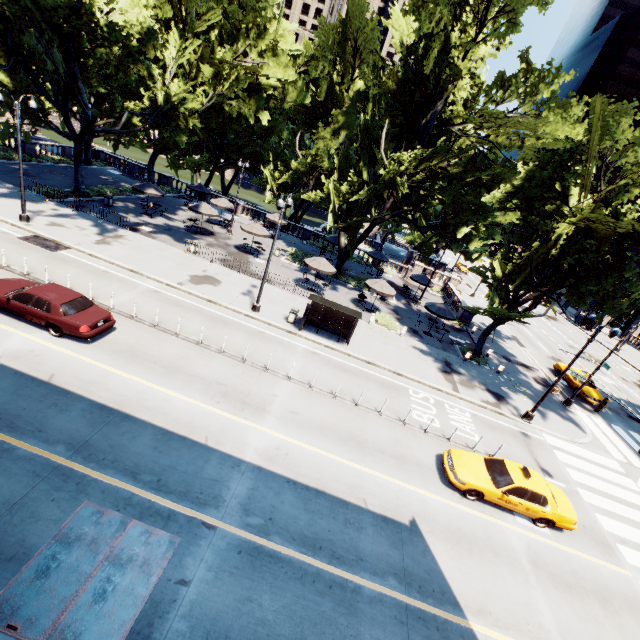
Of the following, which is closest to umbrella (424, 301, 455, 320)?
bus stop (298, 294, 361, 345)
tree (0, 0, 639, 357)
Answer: tree (0, 0, 639, 357)

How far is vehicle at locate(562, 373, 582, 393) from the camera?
26.4m

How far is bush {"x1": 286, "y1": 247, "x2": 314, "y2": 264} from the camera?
32.7 meters

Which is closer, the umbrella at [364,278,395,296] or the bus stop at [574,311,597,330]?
the umbrella at [364,278,395,296]

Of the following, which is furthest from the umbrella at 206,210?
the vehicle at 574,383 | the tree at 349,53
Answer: the vehicle at 574,383

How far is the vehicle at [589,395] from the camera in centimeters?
2519cm

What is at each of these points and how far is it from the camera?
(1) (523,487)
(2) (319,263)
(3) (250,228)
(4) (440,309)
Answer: (1) vehicle, 12.49m
(2) umbrella, 25.95m
(3) umbrella, 29.05m
(4) umbrella, 25.91m

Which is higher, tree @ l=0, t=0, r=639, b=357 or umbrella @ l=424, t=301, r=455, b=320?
tree @ l=0, t=0, r=639, b=357
